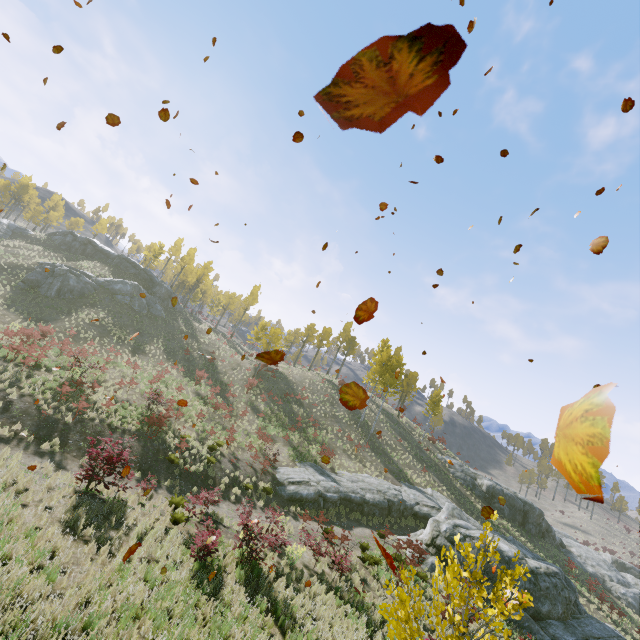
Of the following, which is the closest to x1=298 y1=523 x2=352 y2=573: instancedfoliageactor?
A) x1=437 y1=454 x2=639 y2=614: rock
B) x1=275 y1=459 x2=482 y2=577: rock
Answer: x1=275 y1=459 x2=482 y2=577: rock

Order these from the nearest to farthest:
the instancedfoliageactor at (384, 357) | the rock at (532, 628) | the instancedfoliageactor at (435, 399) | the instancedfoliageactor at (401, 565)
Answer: the instancedfoliageactor at (401, 565) < the rock at (532, 628) < the instancedfoliageactor at (384, 357) < the instancedfoliageactor at (435, 399)

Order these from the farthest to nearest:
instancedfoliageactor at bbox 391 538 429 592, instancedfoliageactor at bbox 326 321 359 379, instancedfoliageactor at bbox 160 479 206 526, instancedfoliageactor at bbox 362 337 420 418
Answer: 1. instancedfoliageactor at bbox 326 321 359 379
2. instancedfoliageactor at bbox 362 337 420 418
3. instancedfoliageactor at bbox 160 479 206 526
4. instancedfoliageactor at bbox 391 538 429 592

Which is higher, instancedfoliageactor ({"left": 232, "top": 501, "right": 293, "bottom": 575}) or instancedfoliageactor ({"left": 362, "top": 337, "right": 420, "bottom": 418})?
instancedfoliageactor ({"left": 362, "top": 337, "right": 420, "bottom": 418})

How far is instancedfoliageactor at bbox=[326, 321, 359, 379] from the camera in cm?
5673

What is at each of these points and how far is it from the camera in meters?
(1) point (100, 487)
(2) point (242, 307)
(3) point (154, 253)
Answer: (1) instancedfoliageactor, 12.9 m
(2) instancedfoliageactor, 56.6 m
(3) instancedfoliageactor, 56.8 m

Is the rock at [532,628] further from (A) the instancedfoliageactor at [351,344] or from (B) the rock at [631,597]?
(B) the rock at [631,597]

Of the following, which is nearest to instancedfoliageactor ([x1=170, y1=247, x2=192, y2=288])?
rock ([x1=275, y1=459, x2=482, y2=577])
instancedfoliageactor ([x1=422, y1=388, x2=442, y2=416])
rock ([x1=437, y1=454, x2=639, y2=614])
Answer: rock ([x1=275, y1=459, x2=482, y2=577])
